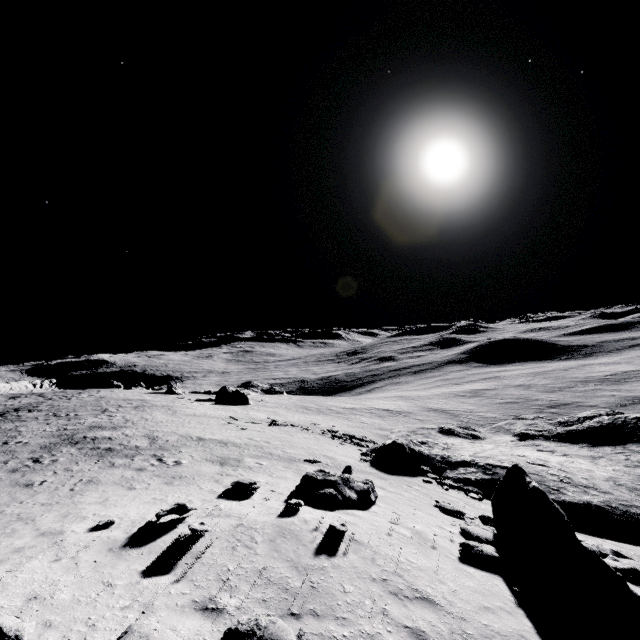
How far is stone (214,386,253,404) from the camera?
50.4m

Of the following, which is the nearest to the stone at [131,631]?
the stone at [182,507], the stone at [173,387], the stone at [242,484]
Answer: the stone at [182,507]

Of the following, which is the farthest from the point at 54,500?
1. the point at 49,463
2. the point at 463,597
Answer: the point at 463,597

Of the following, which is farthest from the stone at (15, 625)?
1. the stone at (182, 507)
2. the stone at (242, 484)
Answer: the stone at (242, 484)

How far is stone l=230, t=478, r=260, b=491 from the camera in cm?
1196

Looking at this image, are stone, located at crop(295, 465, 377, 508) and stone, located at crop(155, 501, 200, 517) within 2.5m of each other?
no

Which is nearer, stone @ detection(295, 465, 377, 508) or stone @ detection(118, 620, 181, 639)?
stone @ detection(118, 620, 181, 639)

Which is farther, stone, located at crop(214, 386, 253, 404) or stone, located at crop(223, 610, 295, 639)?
stone, located at crop(214, 386, 253, 404)
